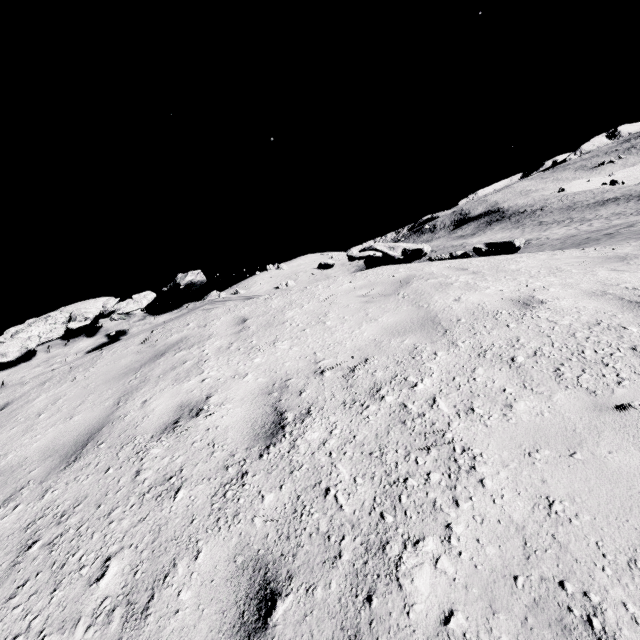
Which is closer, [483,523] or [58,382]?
[483,523]

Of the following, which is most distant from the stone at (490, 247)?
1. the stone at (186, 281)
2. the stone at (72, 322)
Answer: the stone at (72, 322)

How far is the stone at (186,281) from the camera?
8.5 meters

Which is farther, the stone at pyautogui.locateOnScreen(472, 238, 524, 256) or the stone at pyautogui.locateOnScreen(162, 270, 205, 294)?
the stone at pyautogui.locateOnScreen(162, 270, 205, 294)

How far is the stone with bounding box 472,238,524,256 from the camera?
7.33m

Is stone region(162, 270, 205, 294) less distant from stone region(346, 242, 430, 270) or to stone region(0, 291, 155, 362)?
stone region(0, 291, 155, 362)

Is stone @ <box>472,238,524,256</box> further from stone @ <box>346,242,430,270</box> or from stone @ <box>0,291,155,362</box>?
stone @ <box>0,291,155,362</box>

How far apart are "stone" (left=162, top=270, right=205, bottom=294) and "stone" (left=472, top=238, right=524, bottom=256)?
6.5 meters
